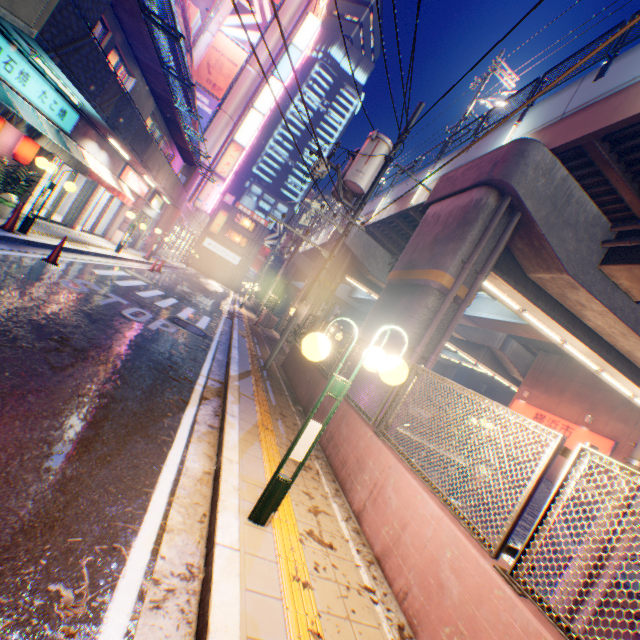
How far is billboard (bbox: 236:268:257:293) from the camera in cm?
5403

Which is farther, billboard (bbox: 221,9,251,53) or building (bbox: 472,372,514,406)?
building (bbox: 472,372,514,406)

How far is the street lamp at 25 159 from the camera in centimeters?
977cm

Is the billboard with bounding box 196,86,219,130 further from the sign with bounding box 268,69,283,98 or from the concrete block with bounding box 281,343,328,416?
the concrete block with bounding box 281,343,328,416

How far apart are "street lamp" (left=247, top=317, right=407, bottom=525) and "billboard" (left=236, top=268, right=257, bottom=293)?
52.47m

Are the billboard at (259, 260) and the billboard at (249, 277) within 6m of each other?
yes

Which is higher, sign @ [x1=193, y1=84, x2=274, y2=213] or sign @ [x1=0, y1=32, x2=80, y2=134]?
sign @ [x1=193, y1=84, x2=274, y2=213]

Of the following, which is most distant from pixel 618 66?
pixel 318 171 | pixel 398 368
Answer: pixel 398 368
